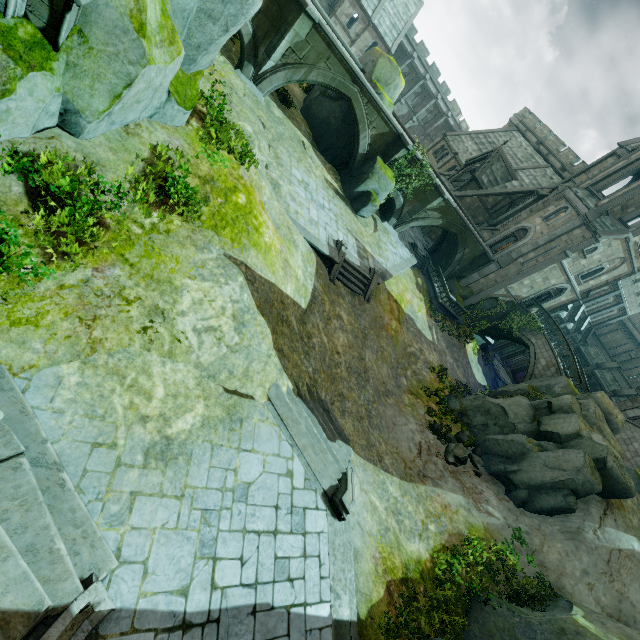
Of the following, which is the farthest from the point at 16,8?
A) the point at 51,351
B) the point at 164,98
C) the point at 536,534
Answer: the point at 536,534

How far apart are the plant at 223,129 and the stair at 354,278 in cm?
807

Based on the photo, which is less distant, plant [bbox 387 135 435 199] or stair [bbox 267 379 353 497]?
stair [bbox 267 379 353 497]

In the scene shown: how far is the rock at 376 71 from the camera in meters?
20.9

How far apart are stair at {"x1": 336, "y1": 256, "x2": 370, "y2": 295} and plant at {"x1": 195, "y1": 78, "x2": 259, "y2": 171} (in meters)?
8.07

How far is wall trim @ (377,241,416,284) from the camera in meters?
20.7

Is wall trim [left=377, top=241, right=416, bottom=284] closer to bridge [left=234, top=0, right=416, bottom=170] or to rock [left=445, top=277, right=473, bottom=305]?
bridge [left=234, top=0, right=416, bottom=170]

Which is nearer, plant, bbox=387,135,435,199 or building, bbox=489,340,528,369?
plant, bbox=387,135,435,199
